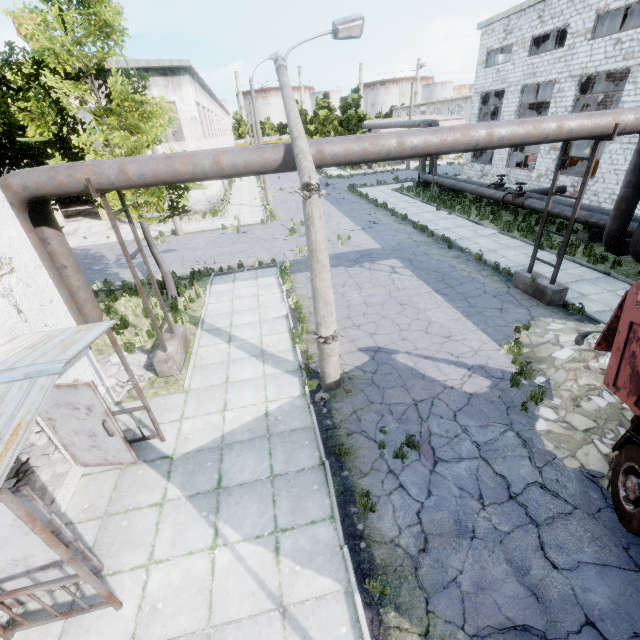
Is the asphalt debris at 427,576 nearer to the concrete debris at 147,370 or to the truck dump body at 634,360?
the truck dump body at 634,360

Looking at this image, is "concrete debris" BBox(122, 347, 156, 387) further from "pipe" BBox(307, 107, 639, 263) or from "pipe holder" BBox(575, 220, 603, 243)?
"pipe holder" BBox(575, 220, 603, 243)

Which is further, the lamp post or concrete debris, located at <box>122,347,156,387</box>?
concrete debris, located at <box>122,347,156,387</box>

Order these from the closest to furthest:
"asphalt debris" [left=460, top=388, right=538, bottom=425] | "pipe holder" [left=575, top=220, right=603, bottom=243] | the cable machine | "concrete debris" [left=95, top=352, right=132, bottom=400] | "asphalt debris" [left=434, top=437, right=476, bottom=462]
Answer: "asphalt debris" [left=434, top=437, right=476, bottom=462], "asphalt debris" [left=460, top=388, right=538, bottom=425], "concrete debris" [left=95, top=352, right=132, bottom=400], "pipe holder" [left=575, top=220, right=603, bottom=243], the cable machine

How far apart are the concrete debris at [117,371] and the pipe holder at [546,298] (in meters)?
12.26

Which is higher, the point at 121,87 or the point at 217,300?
the point at 121,87

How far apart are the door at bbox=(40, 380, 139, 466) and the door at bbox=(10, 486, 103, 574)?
1.7 meters

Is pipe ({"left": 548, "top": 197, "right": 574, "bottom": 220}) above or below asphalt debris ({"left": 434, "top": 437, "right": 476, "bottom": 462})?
above
